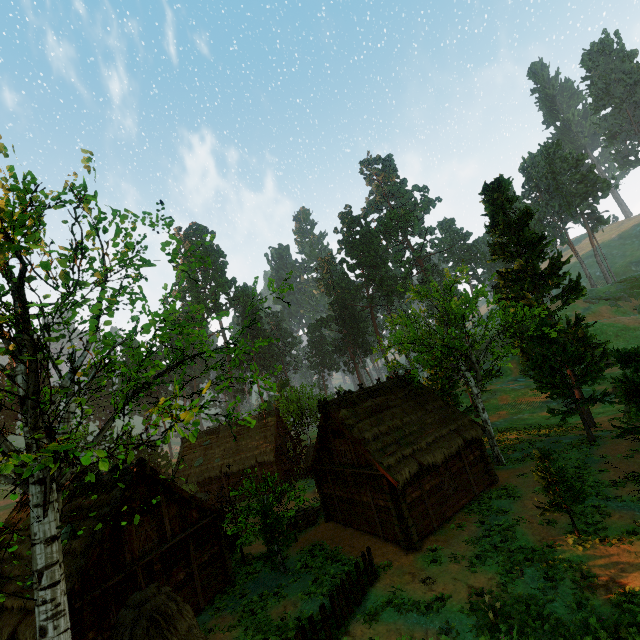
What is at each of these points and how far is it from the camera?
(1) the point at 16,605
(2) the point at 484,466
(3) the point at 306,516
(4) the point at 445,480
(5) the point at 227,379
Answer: (1) building, 13.0m
(2) building, 20.3m
(3) barrel, 22.4m
(4) bp, 18.3m
(5) treerock, 10.0m

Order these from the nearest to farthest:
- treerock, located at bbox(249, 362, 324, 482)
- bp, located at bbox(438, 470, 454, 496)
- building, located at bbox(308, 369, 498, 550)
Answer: treerock, located at bbox(249, 362, 324, 482) → building, located at bbox(308, 369, 498, 550) → bp, located at bbox(438, 470, 454, 496)

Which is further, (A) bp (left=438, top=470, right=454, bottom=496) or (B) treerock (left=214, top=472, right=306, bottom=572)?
(A) bp (left=438, top=470, right=454, bottom=496)

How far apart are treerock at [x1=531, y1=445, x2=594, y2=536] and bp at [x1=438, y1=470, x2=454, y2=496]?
5.7 meters

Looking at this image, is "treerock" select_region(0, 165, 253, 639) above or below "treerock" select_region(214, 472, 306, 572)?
above

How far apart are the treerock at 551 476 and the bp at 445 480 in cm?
565

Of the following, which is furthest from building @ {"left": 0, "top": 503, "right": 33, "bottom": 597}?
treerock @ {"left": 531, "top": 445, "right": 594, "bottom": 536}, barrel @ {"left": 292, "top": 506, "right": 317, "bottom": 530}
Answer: treerock @ {"left": 531, "top": 445, "right": 594, "bottom": 536}

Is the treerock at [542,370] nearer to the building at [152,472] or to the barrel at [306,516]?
the building at [152,472]
